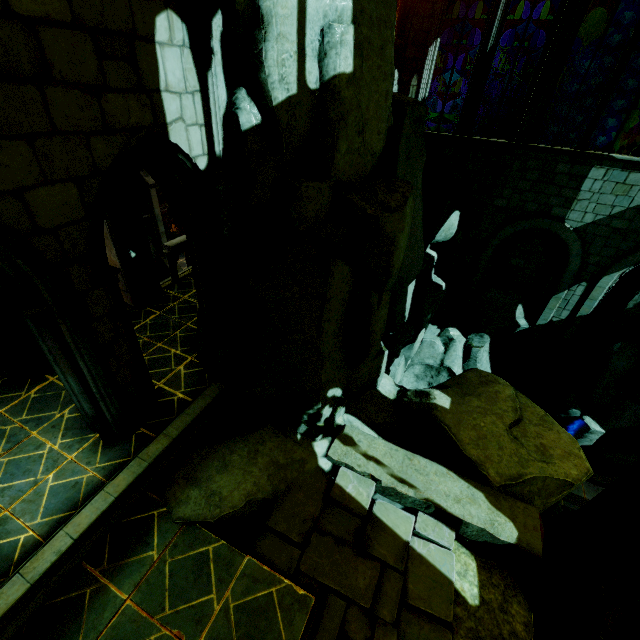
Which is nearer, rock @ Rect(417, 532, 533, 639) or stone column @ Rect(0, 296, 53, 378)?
rock @ Rect(417, 532, 533, 639)

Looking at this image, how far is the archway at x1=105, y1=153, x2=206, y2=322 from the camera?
5.95m

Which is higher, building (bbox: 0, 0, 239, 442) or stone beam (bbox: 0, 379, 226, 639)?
building (bbox: 0, 0, 239, 442)

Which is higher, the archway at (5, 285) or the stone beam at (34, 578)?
the archway at (5, 285)

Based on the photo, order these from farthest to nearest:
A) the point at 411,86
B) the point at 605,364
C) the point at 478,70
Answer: the point at 605,364, the point at 411,86, the point at 478,70

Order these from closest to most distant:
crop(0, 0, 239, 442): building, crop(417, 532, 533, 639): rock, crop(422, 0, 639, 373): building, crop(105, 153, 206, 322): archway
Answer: crop(0, 0, 239, 442): building, crop(417, 532, 533, 639): rock, crop(105, 153, 206, 322): archway, crop(422, 0, 639, 373): building

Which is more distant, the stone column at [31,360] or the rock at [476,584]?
the stone column at [31,360]

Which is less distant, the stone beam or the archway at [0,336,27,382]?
the stone beam
